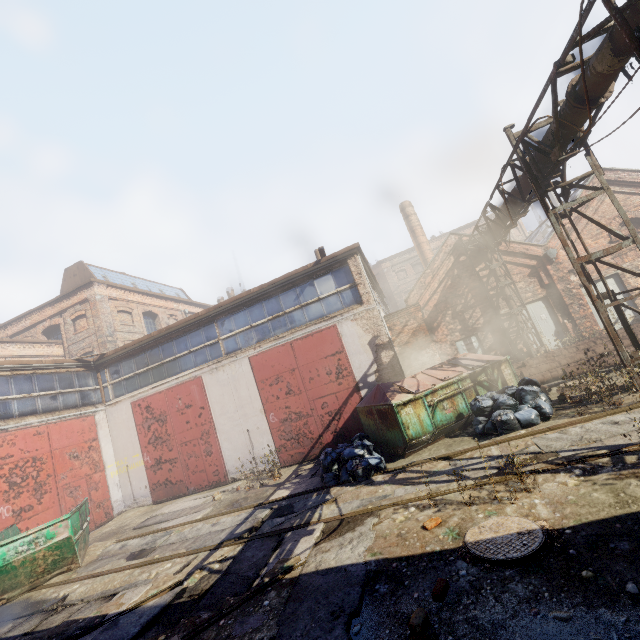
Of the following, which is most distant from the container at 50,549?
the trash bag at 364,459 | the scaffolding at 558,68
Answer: the scaffolding at 558,68

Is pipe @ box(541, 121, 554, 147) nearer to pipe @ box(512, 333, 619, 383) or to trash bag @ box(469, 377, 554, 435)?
pipe @ box(512, 333, 619, 383)

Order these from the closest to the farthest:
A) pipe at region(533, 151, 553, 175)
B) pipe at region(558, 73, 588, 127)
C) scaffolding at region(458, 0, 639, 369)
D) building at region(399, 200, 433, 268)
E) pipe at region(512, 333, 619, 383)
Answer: scaffolding at region(458, 0, 639, 369) → pipe at region(558, 73, 588, 127) → pipe at region(533, 151, 553, 175) → pipe at region(512, 333, 619, 383) → building at region(399, 200, 433, 268)

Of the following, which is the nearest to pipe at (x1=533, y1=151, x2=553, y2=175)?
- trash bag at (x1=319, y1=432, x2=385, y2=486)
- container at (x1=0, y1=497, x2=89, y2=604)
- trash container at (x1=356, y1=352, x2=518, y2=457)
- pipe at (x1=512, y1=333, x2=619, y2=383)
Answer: pipe at (x1=512, y1=333, x2=619, y2=383)

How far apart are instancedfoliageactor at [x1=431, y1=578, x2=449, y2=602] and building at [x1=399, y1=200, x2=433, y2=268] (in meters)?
21.39

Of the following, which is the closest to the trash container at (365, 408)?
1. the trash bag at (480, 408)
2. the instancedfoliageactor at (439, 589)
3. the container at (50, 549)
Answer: the trash bag at (480, 408)

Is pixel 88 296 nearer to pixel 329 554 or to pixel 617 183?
pixel 329 554

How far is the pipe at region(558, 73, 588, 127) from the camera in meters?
6.2 m
